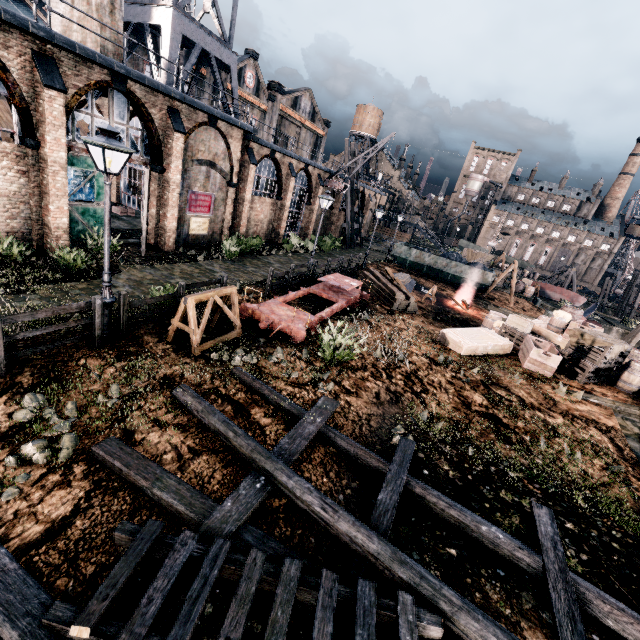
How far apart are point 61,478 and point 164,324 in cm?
657

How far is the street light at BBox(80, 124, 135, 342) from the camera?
7.35m

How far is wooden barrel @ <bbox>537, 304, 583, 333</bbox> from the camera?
17.6m

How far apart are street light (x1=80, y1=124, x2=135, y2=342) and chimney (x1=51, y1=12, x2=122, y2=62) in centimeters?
1458cm

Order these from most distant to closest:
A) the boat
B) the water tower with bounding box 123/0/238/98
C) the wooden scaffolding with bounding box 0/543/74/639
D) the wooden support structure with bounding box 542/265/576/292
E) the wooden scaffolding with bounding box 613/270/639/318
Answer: the wooden support structure with bounding box 542/265/576/292 < the wooden scaffolding with bounding box 613/270/639/318 < the boat < the water tower with bounding box 123/0/238/98 < the wooden scaffolding with bounding box 0/543/74/639

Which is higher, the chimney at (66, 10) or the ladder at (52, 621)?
the chimney at (66, 10)

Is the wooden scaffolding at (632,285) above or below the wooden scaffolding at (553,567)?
above

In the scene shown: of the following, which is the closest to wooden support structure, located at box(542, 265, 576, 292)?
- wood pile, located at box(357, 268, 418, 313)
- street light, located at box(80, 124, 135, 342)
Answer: wood pile, located at box(357, 268, 418, 313)
